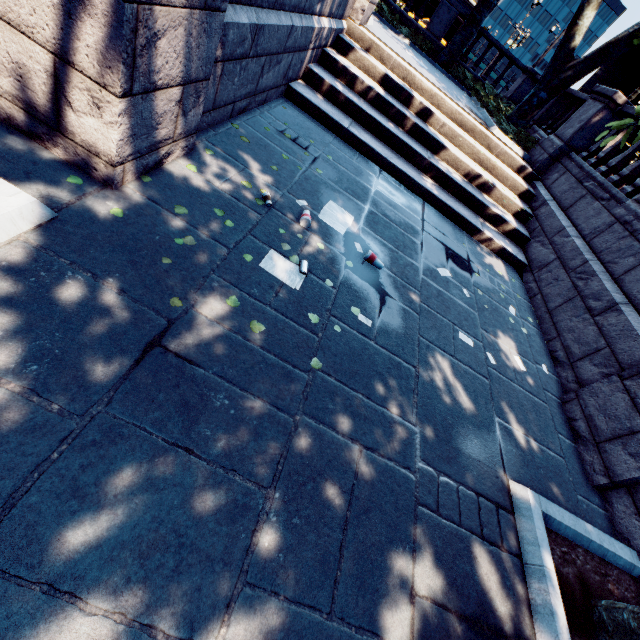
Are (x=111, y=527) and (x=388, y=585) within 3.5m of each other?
yes

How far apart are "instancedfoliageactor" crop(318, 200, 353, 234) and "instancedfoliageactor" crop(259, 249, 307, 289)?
1.00m

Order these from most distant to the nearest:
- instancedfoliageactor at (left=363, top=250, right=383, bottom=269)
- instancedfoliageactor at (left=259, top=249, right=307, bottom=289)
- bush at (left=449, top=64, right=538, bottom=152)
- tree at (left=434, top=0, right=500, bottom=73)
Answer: tree at (left=434, top=0, right=500, bottom=73)
bush at (left=449, top=64, right=538, bottom=152)
instancedfoliageactor at (left=363, top=250, right=383, bottom=269)
instancedfoliageactor at (left=259, top=249, right=307, bottom=289)

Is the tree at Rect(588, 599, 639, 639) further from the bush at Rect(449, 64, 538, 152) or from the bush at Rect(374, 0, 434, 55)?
the bush at Rect(374, 0, 434, 55)

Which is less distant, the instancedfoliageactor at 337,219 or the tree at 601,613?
the tree at 601,613

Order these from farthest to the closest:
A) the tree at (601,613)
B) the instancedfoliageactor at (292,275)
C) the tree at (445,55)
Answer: the tree at (445,55), the instancedfoliageactor at (292,275), the tree at (601,613)

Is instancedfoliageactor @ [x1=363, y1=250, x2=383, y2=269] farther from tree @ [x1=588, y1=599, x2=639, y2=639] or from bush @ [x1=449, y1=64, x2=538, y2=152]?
bush @ [x1=449, y1=64, x2=538, y2=152]

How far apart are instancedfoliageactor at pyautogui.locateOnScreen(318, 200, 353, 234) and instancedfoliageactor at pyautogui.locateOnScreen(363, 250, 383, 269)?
0.2m
